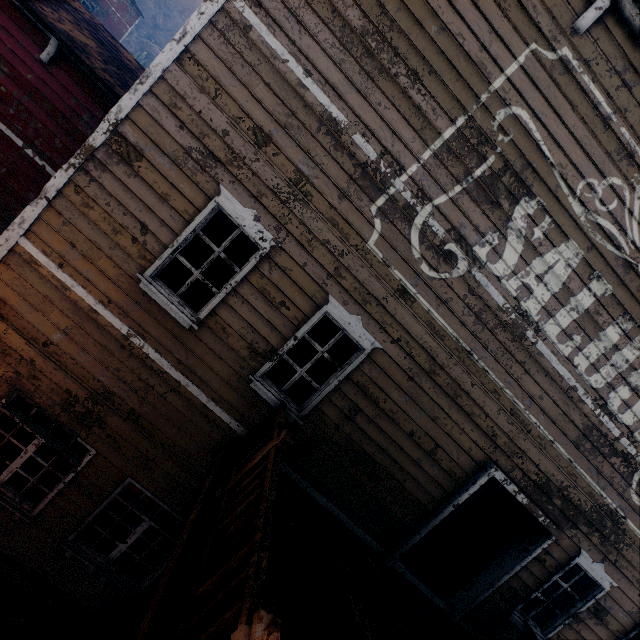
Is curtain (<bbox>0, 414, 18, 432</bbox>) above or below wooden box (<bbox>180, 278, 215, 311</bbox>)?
below

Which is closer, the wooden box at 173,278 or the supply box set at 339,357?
the wooden box at 173,278

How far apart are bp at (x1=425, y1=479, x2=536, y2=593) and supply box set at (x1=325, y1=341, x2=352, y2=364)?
8.9m

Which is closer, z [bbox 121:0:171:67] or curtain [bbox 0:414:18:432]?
curtain [bbox 0:414:18:432]

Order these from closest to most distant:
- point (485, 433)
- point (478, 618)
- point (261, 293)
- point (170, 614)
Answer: point (170, 614)
point (261, 293)
point (485, 433)
point (478, 618)

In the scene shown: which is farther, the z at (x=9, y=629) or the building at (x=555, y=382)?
the z at (x=9, y=629)

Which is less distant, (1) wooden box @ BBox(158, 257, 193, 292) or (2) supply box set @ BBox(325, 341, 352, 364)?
(1) wooden box @ BBox(158, 257, 193, 292)

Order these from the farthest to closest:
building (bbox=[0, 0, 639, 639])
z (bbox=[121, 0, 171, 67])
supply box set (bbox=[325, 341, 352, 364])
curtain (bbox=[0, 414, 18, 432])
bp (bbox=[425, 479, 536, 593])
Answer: z (bbox=[121, 0, 171, 67]), supply box set (bbox=[325, 341, 352, 364]), bp (bbox=[425, 479, 536, 593]), curtain (bbox=[0, 414, 18, 432]), building (bbox=[0, 0, 639, 639])
